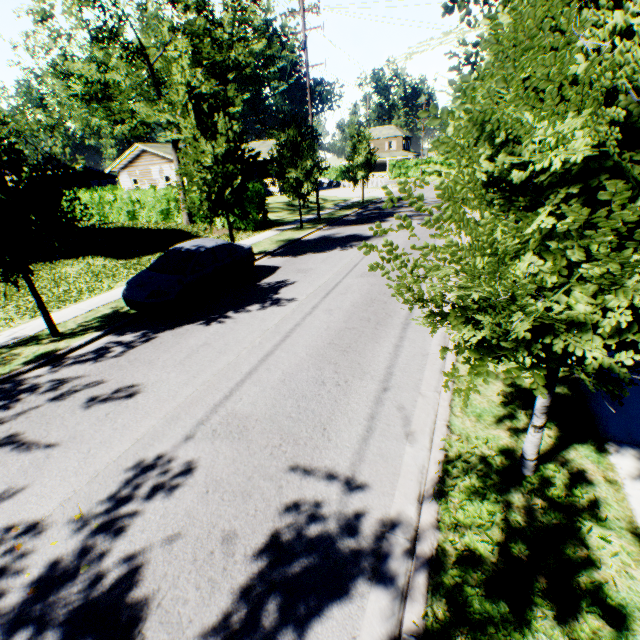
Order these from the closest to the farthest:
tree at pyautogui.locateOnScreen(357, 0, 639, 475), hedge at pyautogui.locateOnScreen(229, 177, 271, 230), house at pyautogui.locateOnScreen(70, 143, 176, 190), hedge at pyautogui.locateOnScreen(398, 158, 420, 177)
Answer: tree at pyautogui.locateOnScreen(357, 0, 639, 475) < hedge at pyautogui.locateOnScreen(229, 177, 271, 230) < house at pyautogui.locateOnScreen(70, 143, 176, 190) < hedge at pyautogui.locateOnScreen(398, 158, 420, 177)

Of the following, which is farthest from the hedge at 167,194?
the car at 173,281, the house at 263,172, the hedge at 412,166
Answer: the hedge at 412,166

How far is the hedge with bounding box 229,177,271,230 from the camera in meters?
20.8

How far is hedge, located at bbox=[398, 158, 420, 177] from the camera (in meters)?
58.61

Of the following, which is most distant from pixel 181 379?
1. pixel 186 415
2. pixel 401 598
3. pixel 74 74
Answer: pixel 74 74

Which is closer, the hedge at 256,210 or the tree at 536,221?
the tree at 536,221

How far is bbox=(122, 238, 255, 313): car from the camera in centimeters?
943cm
